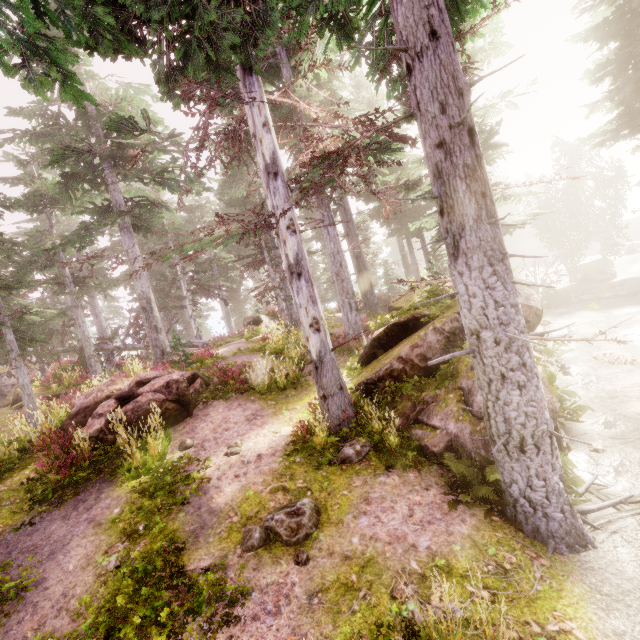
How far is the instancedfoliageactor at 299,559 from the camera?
4.99m

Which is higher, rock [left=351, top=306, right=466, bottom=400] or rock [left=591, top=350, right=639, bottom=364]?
rock [left=351, top=306, right=466, bottom=400]

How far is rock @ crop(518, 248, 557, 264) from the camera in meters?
48.7 m

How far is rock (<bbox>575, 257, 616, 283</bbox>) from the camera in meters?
29.6 m

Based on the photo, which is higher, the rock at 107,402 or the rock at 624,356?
the rock at 107,402

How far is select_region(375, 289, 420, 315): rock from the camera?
15.6m

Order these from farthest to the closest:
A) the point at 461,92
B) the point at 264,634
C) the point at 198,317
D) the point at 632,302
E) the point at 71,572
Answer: the point at 198,317 < the point at 632,302 < the point at 71,572 < the point at 461,92 < the point at 264,634
